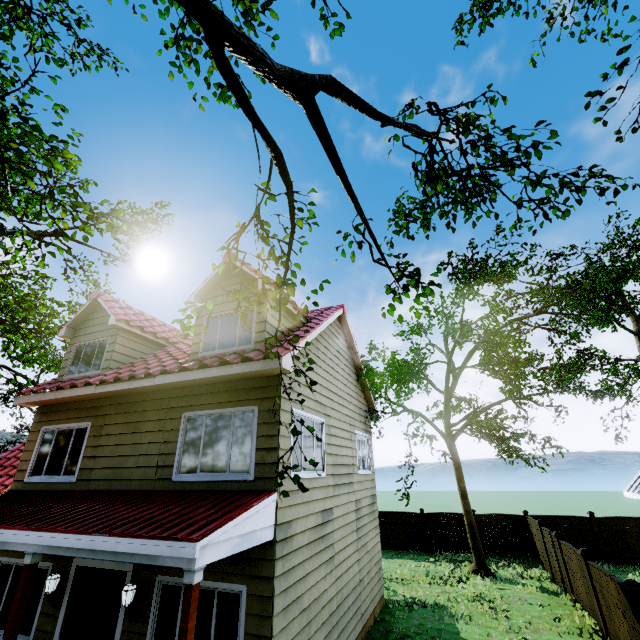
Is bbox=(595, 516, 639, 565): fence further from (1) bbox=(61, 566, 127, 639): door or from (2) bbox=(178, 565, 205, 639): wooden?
(1) bbox=(61, 566, 127, 639): door

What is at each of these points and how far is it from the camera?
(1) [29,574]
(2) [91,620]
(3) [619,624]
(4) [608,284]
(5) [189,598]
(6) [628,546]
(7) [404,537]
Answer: (1) wooden, 5.0 meters
(2) door, 6.3 meters
(3) fence, 7.2 meters
(4) tree, 13.2 meters
(5) wooden, 3.9 meters
(6) fence, 14.8 meters
(7) fence, 18.1 meters

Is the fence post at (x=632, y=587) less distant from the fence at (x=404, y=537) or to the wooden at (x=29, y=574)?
the fence at (x=404, y=537)

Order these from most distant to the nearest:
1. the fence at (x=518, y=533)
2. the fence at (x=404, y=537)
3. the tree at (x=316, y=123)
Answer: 1. the fence at (x=404, y=537)
2. the fence at (x=518, y=533)
3. the tree at (x=316, y=123)

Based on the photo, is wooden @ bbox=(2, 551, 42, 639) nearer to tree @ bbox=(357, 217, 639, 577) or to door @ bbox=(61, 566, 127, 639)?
door @ bbox=(61, 566, 127, 639)

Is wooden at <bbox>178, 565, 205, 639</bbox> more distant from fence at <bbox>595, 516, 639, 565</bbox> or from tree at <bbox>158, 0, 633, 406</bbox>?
fence at <bbox>595, 516, 639, 565</bbox>

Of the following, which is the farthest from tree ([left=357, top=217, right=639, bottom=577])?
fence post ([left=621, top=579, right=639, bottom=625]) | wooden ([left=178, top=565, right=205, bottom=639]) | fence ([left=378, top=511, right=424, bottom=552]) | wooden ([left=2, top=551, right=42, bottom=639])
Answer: fence post ([left=621, top=579, right=639, bottom=625])

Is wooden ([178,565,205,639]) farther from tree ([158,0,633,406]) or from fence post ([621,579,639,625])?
fence post ([621,579,639,625])
